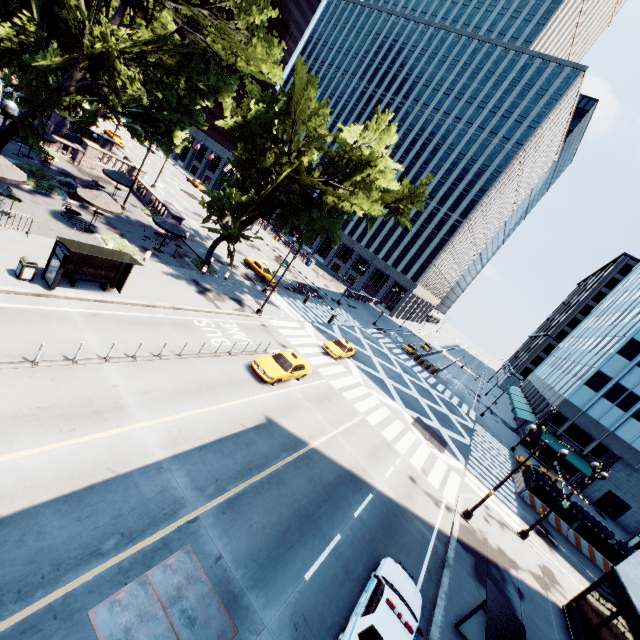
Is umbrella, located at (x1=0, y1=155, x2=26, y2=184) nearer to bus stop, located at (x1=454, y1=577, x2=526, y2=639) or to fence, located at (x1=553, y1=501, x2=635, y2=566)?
bus stop, located at (x1=454, y1=577, x2=526, y2=639)

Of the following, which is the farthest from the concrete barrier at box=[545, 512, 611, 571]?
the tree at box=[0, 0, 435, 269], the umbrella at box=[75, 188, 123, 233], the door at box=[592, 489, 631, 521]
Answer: the umbrella at box=[75, 188, 123, 233]

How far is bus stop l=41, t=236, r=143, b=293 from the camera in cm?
1456

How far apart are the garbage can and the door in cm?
6190

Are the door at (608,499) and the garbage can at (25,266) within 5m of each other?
no

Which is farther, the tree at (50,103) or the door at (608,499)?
the door at (608,499)

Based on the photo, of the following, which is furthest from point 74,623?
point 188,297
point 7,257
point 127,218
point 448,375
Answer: point 448,375

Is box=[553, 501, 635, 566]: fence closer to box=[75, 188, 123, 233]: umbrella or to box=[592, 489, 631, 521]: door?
box=[592, 489, 631, 521]: door
